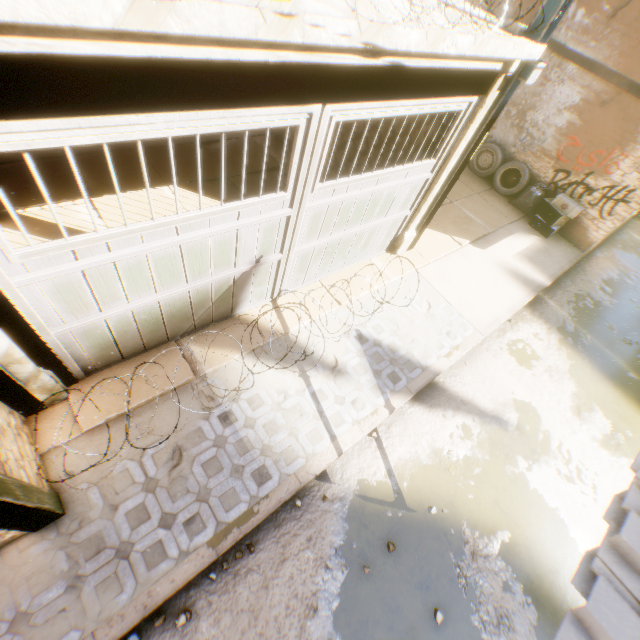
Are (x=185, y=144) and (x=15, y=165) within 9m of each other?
yes

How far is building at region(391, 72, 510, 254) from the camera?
4.57m

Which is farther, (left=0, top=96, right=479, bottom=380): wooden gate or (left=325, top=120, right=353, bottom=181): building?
(left=325, top=120, right=353, bottom=181): building

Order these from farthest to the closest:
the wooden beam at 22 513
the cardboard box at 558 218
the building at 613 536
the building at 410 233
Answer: the cardboard box at 558 218 → the building at 410 233 → the wooden beam at 22 513 → the building at 613 536

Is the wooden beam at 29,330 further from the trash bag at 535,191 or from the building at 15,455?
the trash bag at 535,191

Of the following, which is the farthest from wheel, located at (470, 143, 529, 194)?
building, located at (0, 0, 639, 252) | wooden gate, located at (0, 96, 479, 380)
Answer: wooden gate, located at (0, 96, 479, 380)

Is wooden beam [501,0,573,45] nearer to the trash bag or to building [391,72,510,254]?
building [391,72,510,254]

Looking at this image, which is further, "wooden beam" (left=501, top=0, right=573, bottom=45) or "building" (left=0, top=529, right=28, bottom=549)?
"wooden beam" (left=501, top=0, right=573, bottom=45)
